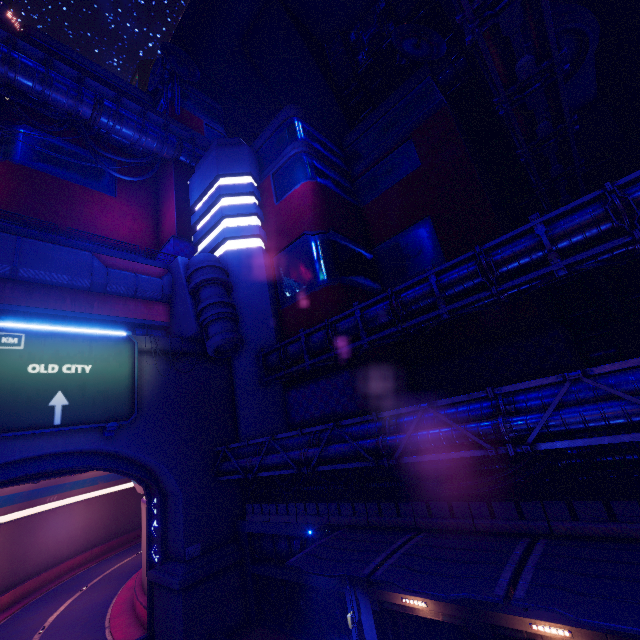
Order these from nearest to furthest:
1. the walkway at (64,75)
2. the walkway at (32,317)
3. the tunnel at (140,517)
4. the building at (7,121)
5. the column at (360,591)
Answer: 1. the column at (360,591)
2. the walkway at (32,317)
3. the tunnel at (140,517)
4. the walkway at (64,75)
5. the building at (7,121)

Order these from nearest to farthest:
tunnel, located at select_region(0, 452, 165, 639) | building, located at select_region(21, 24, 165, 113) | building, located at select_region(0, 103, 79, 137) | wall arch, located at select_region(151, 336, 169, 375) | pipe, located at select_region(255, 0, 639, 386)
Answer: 1. pipe, located at select_region(255, 0, 639, 386)
2. tunnel, located at select_region(0, 452, 165, 639)
3. wall arch, located at select_region(151, 336, 169, 375)
4. building, located at select_region(0, 103, 79, 137)
5. building, located at select_region(21, 24, 165, 113)

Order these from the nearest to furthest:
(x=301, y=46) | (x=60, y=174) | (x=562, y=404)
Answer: (x=562, y=404)
(x=60, y=174)
(x=301, y=46)

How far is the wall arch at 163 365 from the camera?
22.29m

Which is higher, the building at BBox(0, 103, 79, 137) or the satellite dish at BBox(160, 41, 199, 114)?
the satellite dish at BBox(160, 41, 199, 114)

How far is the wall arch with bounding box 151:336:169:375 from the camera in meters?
22.3 m

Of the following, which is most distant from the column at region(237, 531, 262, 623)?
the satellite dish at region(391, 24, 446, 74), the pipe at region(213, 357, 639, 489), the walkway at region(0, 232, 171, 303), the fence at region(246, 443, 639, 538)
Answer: the satellite dish at region(391, 24, 446, 74)

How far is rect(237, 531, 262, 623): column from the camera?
20.17m
